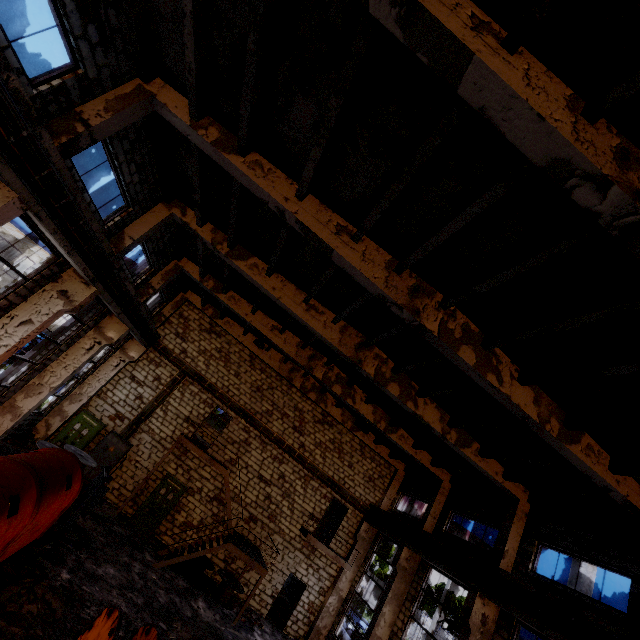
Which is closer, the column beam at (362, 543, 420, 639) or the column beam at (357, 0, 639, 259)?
the column beam at (357, 0, 639, 259)

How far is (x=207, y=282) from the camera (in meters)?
15.66

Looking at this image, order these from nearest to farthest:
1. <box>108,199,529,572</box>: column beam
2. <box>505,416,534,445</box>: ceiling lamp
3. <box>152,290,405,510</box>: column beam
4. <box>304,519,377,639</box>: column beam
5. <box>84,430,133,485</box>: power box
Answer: <box>505,416,534,445</box>: ceiling lamp
<box>108,199,529,572</box>: column beam
<box>84,430,133,485</box>: power box
<box>304,519,377,639</box>: column beam
<box>152,290,405,510</box>: column beam

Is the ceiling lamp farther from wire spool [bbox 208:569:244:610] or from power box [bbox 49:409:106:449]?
power box [bbox 49:409:106:449]

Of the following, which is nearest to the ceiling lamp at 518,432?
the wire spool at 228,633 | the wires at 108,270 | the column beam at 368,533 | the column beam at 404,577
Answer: the wires at 108,270

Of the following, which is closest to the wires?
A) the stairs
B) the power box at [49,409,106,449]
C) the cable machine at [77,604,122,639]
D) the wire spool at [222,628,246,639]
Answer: the power box at [49,409,106,449]

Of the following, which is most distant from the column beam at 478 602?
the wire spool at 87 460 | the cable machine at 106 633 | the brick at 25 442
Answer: the brick at 25 442

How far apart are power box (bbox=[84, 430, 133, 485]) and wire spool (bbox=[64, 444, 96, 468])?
1.4 meters
